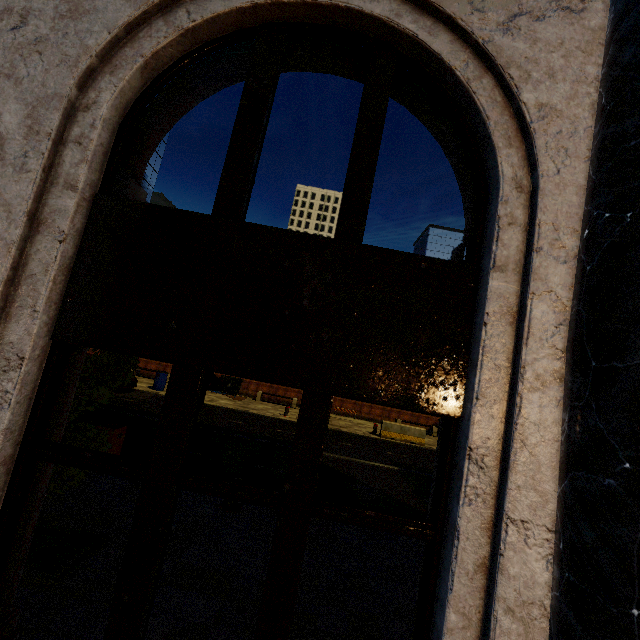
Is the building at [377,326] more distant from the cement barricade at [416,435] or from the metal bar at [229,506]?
the cement barricade at [416,435]

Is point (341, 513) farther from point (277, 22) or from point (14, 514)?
point (277, 22)

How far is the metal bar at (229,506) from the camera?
6.4 meters

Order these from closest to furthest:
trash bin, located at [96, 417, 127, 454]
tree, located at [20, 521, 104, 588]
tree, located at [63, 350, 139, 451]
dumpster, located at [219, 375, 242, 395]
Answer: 1. tree, located at [20, 521, 104, 588]
2. tree, located at [63, 350, 139, 451]
3. trash bin, located at [96, 417, 127, 454]
4. dumpster, located at [219, 375, 242, 395]

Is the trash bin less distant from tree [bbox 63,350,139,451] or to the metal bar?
tree [bbox 63,350,139,451]

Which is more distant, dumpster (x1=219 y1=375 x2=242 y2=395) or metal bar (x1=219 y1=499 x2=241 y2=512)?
dumpster (x1=219 y1=375 x2=242 y2=395)

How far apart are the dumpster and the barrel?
3.7 meters

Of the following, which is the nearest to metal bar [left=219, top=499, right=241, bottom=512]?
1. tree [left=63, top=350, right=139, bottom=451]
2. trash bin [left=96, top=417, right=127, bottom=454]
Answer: tree [left=63, top=350, right=139, bottom=451]
